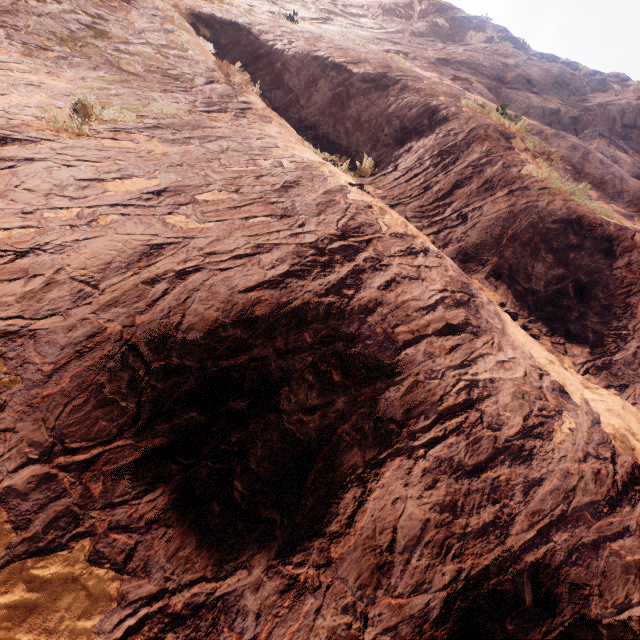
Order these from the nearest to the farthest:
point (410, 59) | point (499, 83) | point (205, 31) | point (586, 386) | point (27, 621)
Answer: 1. point (27, 621)
2. point (586, 386)
3. point (205, 31)
4. point (410, 59)
5. point (499, 83)
